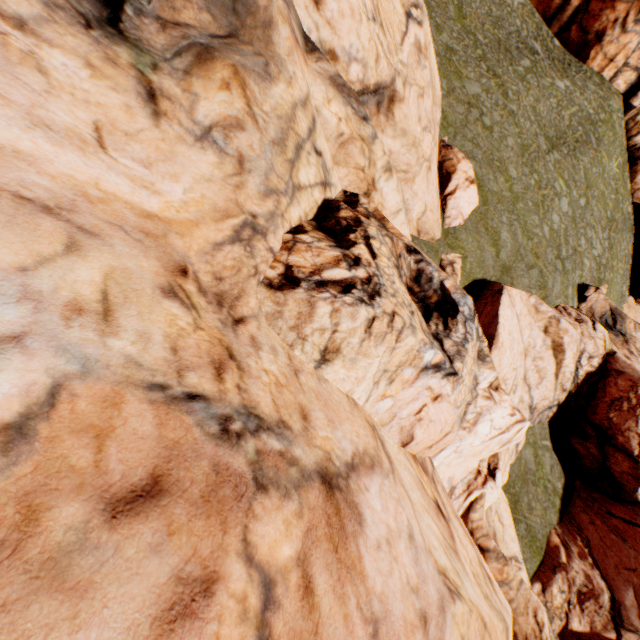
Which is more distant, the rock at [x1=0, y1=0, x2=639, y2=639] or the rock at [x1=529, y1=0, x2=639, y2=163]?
the rock at [x1=529, y1=0, x2=639, y2=163]

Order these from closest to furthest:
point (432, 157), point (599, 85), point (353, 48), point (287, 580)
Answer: point (287, 580) < point (353, 48) < point (432, 157) < point (599, 85)

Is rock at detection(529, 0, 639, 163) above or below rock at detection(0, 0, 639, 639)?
above

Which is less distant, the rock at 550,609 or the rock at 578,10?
the rock at 550,609

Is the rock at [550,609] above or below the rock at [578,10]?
below
